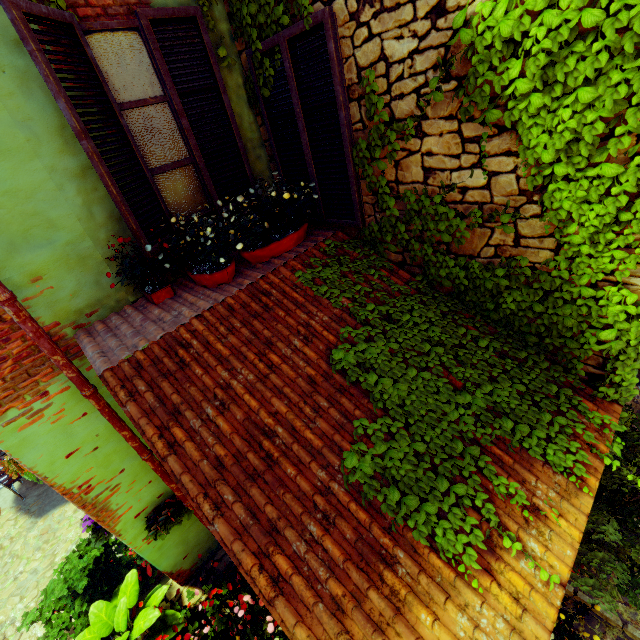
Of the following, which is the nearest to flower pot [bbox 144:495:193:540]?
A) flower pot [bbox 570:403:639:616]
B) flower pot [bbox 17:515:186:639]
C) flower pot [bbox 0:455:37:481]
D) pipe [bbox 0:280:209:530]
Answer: pipe [bbox 0:280:209:530]

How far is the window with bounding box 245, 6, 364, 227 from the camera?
2.6 meters

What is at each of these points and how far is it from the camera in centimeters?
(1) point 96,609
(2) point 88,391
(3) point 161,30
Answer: (1) flower pot, 407cm
(2) pipe, 283cm
(3) window, 272cm

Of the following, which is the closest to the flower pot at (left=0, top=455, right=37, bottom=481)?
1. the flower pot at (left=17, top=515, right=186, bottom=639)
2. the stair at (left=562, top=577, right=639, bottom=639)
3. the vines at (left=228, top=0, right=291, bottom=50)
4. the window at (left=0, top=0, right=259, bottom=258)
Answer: the flower pot at (left=17, top=515, right=186, bottom=639)

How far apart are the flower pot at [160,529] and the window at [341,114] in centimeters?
310cm

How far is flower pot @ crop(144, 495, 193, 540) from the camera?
3.80m

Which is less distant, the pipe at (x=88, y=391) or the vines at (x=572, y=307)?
the vines at (x=572, y=307)

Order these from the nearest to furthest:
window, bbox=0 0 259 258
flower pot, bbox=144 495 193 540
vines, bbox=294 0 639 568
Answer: vines, bbox=294 0 639 568 → window, bbox=0 0 259 258 → flower pot, bbox=144 495 193 540
